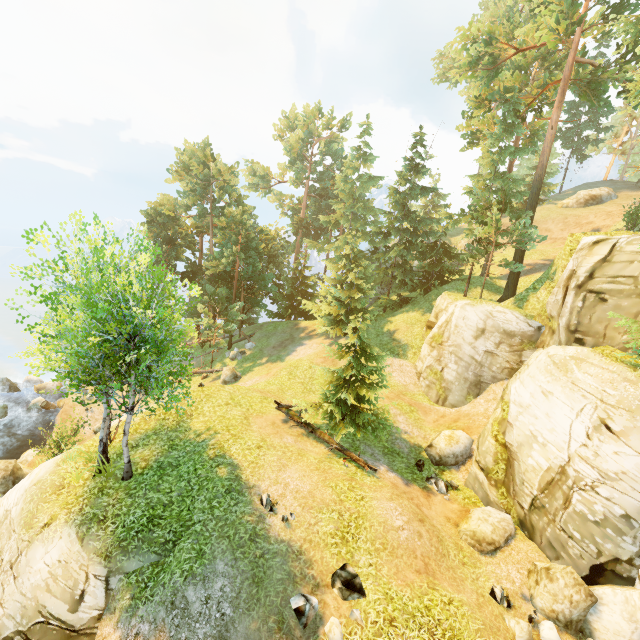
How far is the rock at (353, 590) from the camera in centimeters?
906cm

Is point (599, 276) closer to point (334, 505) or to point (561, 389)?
point (561, 389)

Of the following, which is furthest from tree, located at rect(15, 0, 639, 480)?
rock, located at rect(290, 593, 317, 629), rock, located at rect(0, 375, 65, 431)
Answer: rock, located at rect(290, 593, 317, 629)

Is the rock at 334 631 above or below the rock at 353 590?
below

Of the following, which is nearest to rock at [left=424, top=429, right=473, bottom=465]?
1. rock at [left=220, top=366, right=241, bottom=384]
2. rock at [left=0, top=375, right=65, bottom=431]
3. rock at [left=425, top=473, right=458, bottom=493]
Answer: rock at [left=425, top=473, right=458, bottom=493]

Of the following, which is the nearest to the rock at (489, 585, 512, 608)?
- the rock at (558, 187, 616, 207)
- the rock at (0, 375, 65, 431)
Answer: the rock at (0, 375, 65, 431)

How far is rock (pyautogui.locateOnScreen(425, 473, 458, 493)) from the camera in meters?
14.5 m

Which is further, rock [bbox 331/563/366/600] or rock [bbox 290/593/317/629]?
rock [bbox 331/563/366/600]
